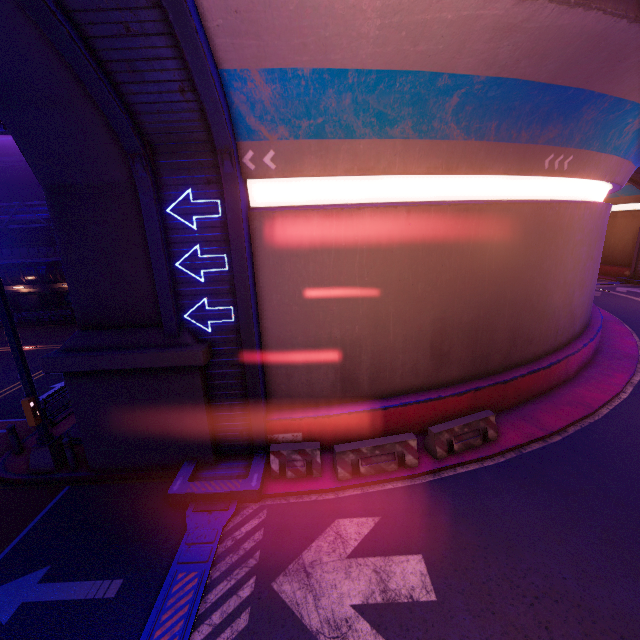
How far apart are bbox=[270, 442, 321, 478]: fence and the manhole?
6.5 meters

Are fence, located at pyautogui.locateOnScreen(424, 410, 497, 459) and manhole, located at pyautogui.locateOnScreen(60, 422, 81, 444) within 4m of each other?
no

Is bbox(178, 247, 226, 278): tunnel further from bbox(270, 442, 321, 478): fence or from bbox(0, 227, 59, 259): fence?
bbox(0, 227, 59, 259): fence

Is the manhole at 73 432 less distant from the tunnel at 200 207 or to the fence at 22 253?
the tunnel at 200 207

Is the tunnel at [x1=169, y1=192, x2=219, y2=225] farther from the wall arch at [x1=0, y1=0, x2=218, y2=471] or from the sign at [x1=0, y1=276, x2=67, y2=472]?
the sign at [x1=0, y1=276, x2=67, y2=472]

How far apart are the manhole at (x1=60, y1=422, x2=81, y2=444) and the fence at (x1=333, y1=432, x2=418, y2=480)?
8.27m

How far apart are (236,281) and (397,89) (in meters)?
6.04

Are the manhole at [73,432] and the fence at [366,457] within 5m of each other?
no
